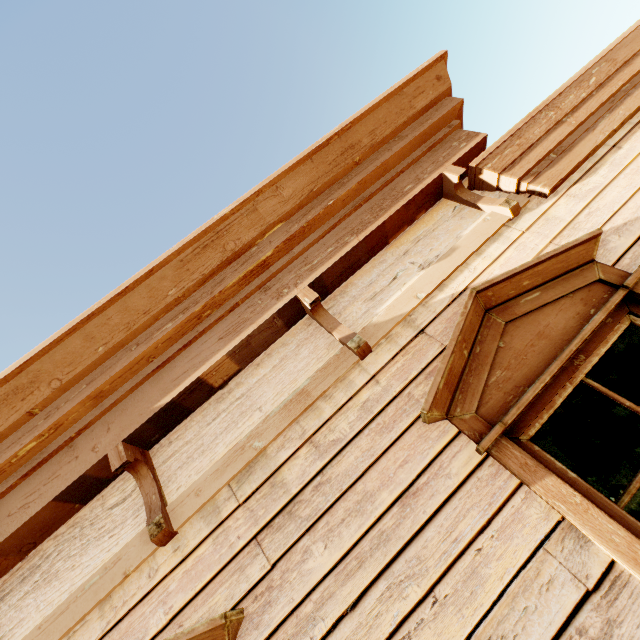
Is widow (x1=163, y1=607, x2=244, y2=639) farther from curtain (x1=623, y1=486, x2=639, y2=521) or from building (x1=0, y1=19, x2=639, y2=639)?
curtain (x1=623, y1=486, x2=639, y2=521)

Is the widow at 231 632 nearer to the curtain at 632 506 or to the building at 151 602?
the building at 151 602

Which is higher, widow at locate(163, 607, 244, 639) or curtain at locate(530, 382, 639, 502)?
widow at locate(163, 607, 244, 639)

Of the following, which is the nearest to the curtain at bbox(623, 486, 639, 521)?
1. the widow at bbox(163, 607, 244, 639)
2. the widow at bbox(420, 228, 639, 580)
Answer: the widow at bbox(420, 228, 639, 580)

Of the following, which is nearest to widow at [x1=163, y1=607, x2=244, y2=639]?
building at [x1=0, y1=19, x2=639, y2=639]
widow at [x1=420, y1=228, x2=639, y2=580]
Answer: building at [x1=0, y1=19, x2=639, y2=639]

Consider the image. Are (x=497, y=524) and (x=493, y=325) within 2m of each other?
yes

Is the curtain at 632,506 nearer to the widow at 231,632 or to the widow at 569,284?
the widow at 569,284
